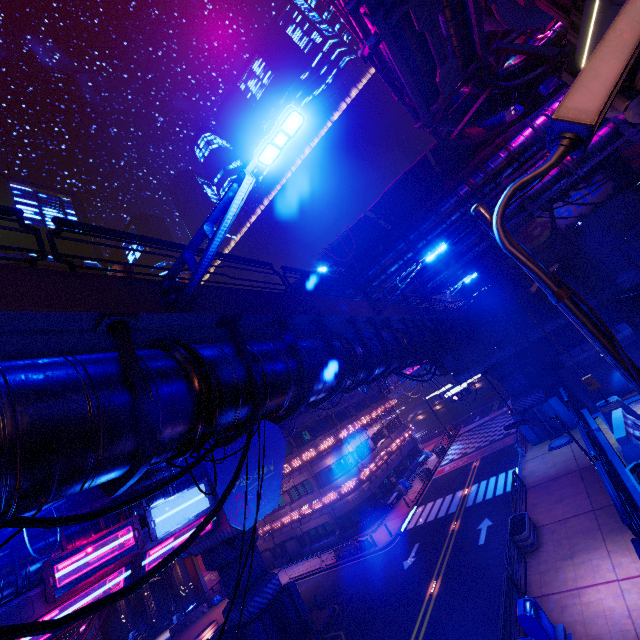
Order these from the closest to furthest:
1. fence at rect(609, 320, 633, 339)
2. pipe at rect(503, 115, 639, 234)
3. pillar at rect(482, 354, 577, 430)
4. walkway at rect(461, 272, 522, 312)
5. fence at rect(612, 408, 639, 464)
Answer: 1. fence at rect(612, 408, 639, 464)
2. pipe at rect(503, 115, 639, 234)
3. fence at rect(609, 320, 633, 339)
4. pillar at rect(482, 354, 577, 430)
5. walkway at rect(461, 272, 522, 312)

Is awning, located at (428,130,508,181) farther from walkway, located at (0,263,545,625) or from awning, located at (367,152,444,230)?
walkway, located at (0,263,545,625)

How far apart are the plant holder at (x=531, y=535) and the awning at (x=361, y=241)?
17.6 meters

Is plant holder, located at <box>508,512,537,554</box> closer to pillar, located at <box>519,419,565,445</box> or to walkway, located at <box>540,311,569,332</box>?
walkway, located at <box>540,311,569,332</box>

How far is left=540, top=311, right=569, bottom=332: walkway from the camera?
27.7 meters

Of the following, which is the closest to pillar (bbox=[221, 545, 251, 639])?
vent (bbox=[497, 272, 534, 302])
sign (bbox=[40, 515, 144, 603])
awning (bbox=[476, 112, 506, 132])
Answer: sign (bbox=[40, 515, 144, 603])

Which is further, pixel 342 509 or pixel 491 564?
pixel 342 509

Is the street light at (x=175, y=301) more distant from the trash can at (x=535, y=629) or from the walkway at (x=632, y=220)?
the trash can at (x=535, y=629)
